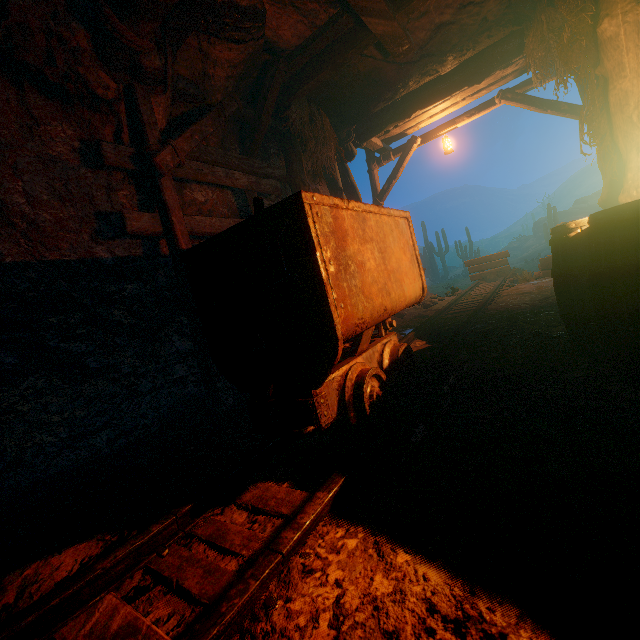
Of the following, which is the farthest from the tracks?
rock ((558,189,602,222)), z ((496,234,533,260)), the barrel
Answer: z ((496,234,533,260))

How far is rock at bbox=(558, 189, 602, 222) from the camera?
29.72m

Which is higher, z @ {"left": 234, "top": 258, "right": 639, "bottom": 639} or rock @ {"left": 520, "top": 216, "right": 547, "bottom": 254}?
rock @ {"left": 520, "top": 216, "right": 547, "bottom": 254}

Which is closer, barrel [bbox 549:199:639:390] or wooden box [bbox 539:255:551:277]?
barrel [bbox 549:199:639:390]

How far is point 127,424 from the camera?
3.6 meters

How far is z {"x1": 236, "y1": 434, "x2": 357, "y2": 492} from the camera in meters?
1.8

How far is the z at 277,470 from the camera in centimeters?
179cm

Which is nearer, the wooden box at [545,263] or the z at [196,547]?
the z at [196,547]
